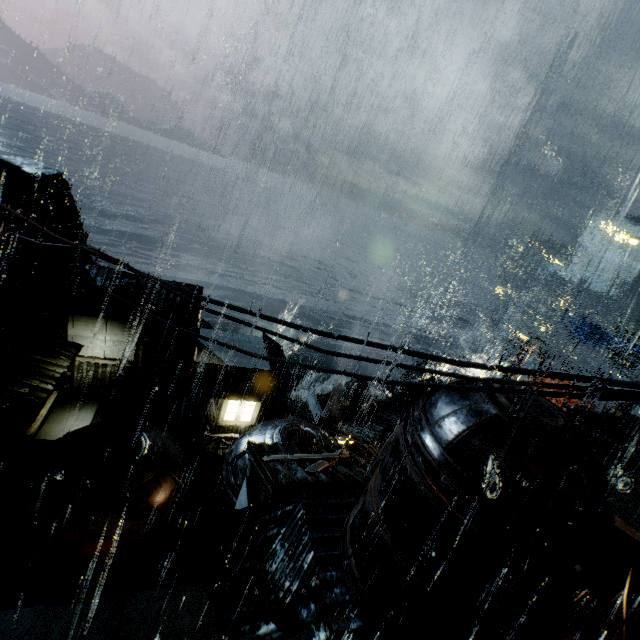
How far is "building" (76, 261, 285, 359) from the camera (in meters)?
22.44

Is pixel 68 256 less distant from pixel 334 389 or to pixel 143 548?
pixel 334 389

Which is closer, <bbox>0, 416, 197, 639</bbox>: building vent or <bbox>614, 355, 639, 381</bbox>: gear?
<bbox>0, 416, 197, 639</bbox>: building vent

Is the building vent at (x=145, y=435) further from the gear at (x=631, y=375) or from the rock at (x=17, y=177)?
the gear at (x=631, y=375)

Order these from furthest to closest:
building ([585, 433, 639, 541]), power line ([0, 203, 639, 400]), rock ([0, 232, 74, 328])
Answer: rock ([0, 232, 74, 328]) < building ([585, 433, 639, 541]) < power line ([0, 203, 639, 400])

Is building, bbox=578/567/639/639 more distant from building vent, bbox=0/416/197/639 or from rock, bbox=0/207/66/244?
rock, bbox=0/207/66/244

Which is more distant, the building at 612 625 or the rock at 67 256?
the rock at 67 256

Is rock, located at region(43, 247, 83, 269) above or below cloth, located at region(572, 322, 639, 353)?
below
